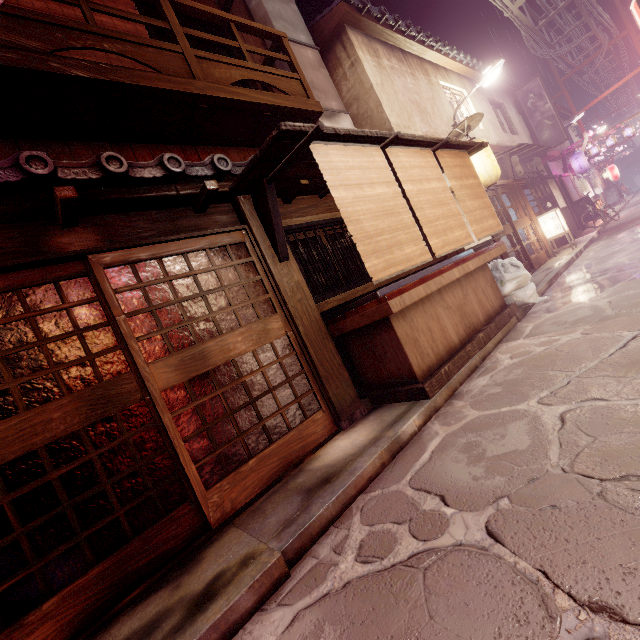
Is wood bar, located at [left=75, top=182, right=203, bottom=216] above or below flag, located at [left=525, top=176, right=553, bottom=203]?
above

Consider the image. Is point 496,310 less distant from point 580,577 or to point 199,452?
point 580,577

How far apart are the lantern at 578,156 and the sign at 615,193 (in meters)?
16.05

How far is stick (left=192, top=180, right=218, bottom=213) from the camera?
6.3 meters

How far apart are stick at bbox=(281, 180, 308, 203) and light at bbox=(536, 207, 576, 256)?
18.3m

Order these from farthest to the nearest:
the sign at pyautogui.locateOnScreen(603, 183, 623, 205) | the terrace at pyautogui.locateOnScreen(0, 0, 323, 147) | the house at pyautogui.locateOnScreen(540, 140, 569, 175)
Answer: the sign at pyautogui.locateOnScreen(603, 183, 623, 205)
the house at pyautogui.locateOnScreen(540, 140, 569, 175)
the terrace at pyautogui.locateOnScreen(0, 0, 323, 147)

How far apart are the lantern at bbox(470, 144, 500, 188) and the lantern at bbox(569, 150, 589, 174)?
23.4m

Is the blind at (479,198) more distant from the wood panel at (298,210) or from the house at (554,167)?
the house at (554,167)
